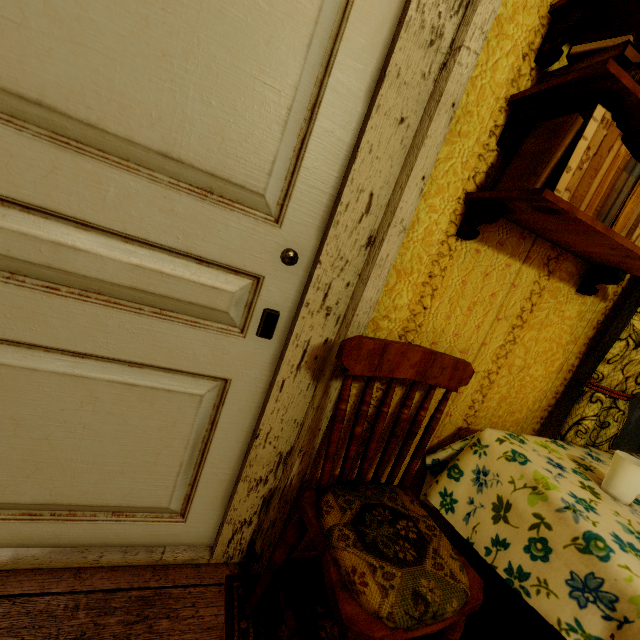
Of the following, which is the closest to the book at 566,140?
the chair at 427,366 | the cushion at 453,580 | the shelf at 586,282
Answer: the shelf at 586,282

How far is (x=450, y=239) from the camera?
1.1 meters

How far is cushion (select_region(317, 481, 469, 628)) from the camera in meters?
0.8 m

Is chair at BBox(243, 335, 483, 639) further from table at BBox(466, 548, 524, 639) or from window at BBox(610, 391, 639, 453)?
window at BBox(610, 391, 639, 453)

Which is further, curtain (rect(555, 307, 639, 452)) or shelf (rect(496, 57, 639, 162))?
curtain (rect(555, 307, 639, 452))

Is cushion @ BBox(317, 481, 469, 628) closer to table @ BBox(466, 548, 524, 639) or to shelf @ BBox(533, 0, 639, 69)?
table @ BBox(466, 548, 524, 639)

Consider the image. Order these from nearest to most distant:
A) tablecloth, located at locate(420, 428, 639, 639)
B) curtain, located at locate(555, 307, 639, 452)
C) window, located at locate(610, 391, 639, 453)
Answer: tablecloth, located at locate(420, 428, 639, 639) → curtain, located at locate(555, 307, 639, 452) → window, located at locate(610, 391, 639, 453)

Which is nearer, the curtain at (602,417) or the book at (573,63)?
the book at (573,63)
